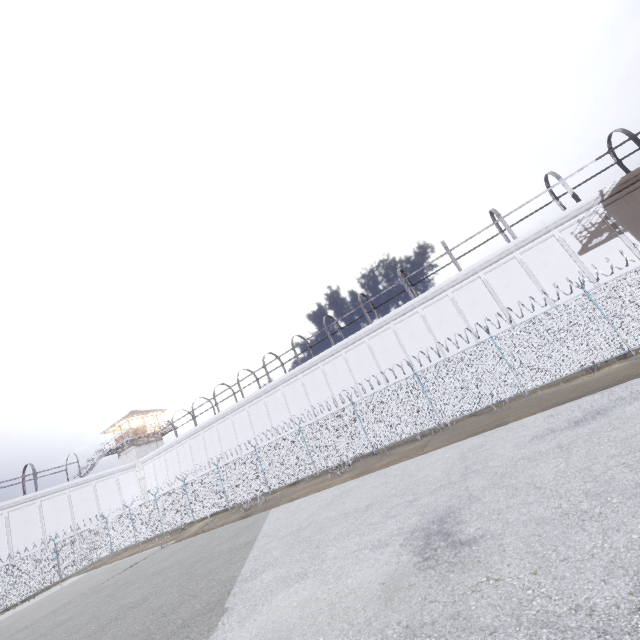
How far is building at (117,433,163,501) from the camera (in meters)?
40.47

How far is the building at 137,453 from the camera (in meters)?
40.47

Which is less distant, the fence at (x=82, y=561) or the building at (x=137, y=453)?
the fence at (x=82, y=561)

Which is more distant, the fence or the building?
the building

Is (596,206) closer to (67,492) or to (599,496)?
(599,496)

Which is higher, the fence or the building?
the building
